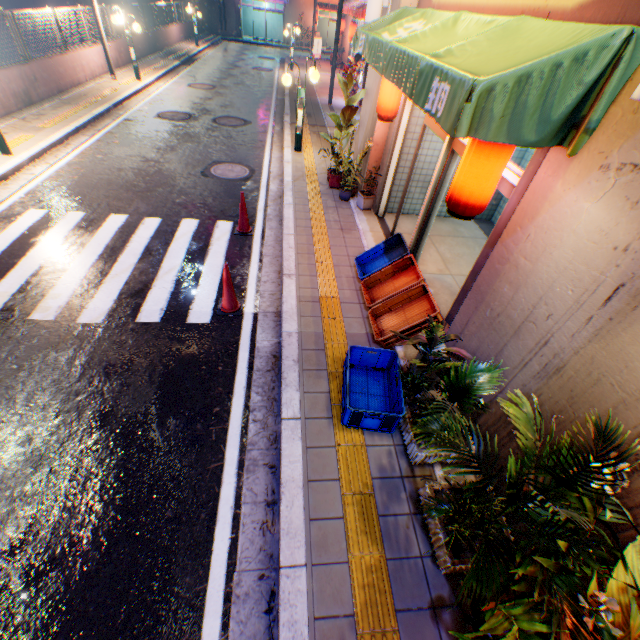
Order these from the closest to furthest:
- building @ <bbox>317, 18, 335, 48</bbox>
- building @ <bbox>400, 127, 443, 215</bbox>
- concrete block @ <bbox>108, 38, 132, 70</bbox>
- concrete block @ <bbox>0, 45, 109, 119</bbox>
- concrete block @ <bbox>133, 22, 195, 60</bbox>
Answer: building @ <bbox>400, 127, 443, 215</bbox>, concrete block @ <bbox>0, 45, 109, 119</bbox>, concrete block @ <bbox>108, 38, 132, 70</bbox>, concrete block @ <bbox>133, 22, 195, 60</bbox>, building @ <bbox>317, 18, 335, 48</bbox>

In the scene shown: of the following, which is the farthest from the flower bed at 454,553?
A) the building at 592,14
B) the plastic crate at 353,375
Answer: the plastic crate at 353,375

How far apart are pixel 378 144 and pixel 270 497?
7.1 meters

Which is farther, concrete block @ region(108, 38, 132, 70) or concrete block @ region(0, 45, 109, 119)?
concrete block @ region(108, 38, 132, 70)

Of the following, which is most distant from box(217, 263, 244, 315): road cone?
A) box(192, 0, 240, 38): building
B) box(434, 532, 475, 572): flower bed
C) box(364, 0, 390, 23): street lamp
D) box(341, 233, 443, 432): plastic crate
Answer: box(192, 0, 240, 38): building

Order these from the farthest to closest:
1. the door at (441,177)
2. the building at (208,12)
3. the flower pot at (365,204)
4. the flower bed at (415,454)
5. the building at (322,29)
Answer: the building at (322,29) < the building at (208,12) < the flower pot at (365,204) < the door at (441,177) < the flower bed at (415,454)

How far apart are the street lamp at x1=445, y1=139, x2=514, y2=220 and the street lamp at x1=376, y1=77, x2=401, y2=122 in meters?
3.5

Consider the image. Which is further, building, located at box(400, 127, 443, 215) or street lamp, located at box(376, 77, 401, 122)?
building, located at box(400, 127, 443, 215)
